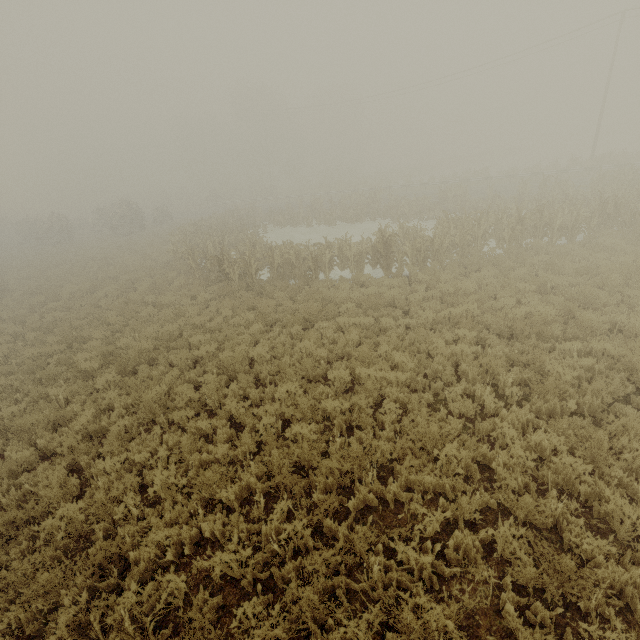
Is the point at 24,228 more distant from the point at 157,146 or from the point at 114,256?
the point at 157,146

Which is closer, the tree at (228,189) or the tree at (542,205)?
the tree at (542,205)

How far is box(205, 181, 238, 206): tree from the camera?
51.22m

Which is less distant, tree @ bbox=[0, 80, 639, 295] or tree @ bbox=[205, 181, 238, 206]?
tree @ bbox=[0, 80, 639, 295]

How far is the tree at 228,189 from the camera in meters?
51.2
